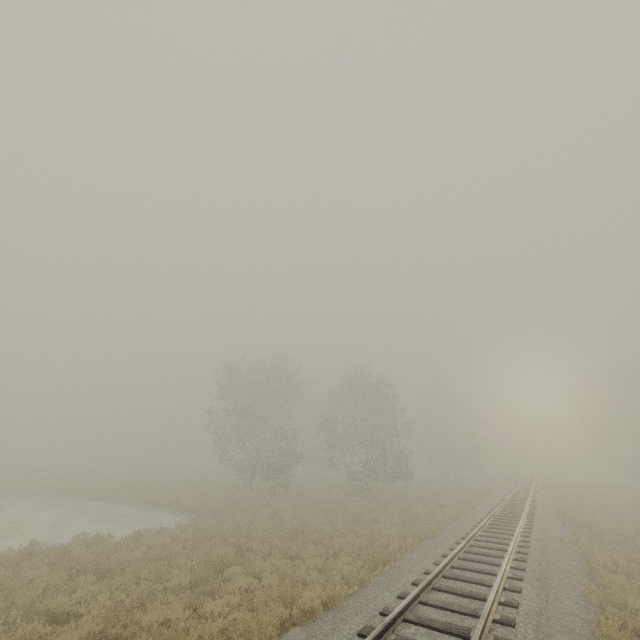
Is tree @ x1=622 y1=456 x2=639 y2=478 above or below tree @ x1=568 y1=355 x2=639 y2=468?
below

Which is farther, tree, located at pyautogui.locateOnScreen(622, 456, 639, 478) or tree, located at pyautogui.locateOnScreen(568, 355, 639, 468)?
tree, located at pyautogui.locateOnScreen(568, 355, 639, 468)

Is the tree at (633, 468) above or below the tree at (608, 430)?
below

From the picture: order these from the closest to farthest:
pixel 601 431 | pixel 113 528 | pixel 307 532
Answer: pixel 307 532 < pixel 113 528 < pixel 601 431

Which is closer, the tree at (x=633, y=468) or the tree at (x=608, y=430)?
the tree at (x=633, y=468)
